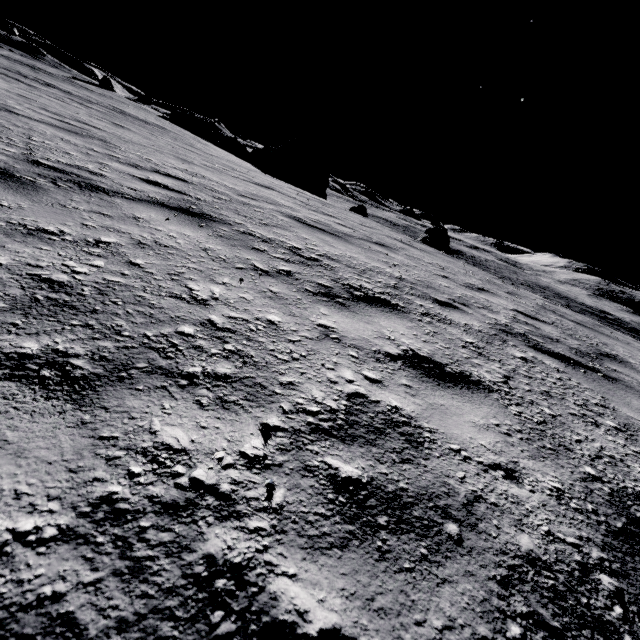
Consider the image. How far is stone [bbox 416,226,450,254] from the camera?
19.6m

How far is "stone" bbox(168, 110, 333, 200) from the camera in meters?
30.6 m

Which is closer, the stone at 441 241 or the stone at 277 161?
the stone at 441 241

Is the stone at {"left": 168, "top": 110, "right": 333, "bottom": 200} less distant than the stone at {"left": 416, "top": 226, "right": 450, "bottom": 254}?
No

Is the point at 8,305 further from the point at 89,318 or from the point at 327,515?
the point at 327,515

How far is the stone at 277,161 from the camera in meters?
30.6 m
